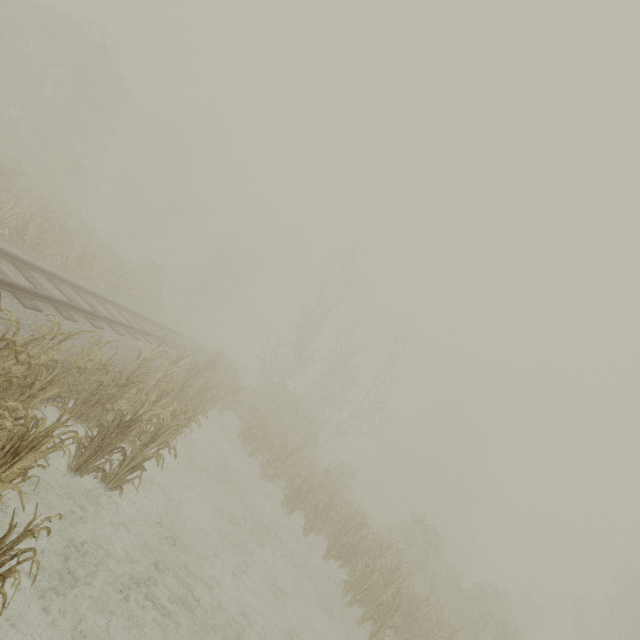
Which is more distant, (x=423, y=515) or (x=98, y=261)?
(x=423, y=515)
